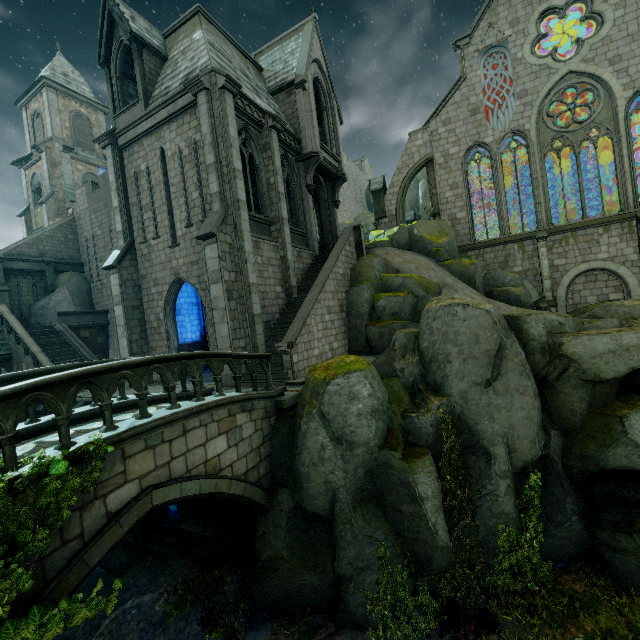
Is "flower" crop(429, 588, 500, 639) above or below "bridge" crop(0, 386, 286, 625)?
below

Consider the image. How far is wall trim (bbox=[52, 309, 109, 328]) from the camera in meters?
20.8 m

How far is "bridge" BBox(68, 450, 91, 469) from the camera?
4.96m

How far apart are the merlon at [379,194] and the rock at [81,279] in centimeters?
2254cm

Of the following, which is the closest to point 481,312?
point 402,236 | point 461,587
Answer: point 461,587

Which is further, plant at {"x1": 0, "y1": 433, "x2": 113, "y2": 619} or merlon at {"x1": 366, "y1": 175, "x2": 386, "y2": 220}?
merlon at {"x1": 366, "y1": 175, "x2": 386, "y2": 220}

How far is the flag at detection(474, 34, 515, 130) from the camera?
21.3 meters

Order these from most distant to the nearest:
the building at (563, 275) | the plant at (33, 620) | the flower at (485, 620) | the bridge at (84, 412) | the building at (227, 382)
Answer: the building at (563, 275), the building at (227, 382), the flower at (485, 620), the bridge at (84, 412), the plant at (33, 620)
